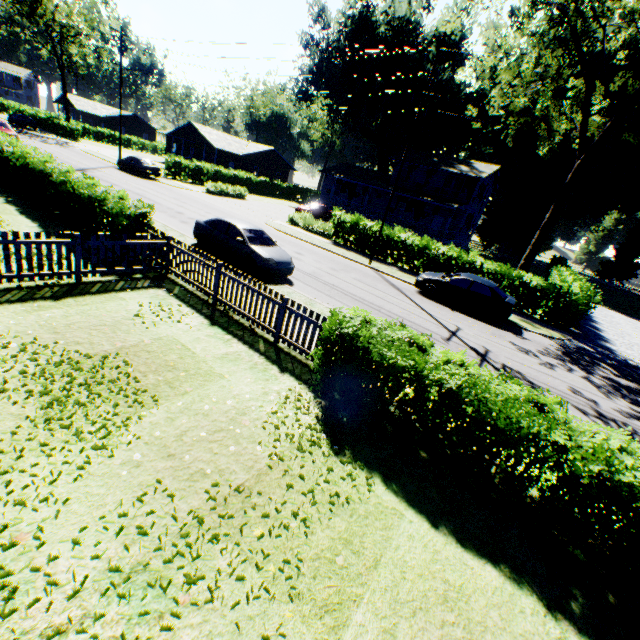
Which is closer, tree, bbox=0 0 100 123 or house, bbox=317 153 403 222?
house, bbox=317 153 403 222

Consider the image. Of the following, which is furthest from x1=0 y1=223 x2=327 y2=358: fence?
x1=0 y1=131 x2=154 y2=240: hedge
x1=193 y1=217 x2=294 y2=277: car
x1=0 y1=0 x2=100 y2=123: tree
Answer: x1=0 y1=0 x2=100 y2=123: tree

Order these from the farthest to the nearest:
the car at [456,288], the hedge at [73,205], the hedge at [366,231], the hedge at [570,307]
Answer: the hedge at [366,231] < the hedge at [570,307] < the car at [456,288] < the hedge at [73,205]

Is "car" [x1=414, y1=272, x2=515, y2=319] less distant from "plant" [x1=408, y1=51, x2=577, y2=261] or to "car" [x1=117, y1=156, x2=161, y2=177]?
"plant" [x1=408, y1=51, x2=577, y2=261]

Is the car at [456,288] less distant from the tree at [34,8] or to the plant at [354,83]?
the plant at [354,83]

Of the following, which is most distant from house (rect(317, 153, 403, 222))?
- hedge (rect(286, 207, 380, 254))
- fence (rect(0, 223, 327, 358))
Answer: fence (rect(0, 223, 327, 358))

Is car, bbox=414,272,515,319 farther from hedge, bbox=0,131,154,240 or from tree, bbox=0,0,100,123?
tree, bbox=0,0,100,123

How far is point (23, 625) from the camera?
2.7m
